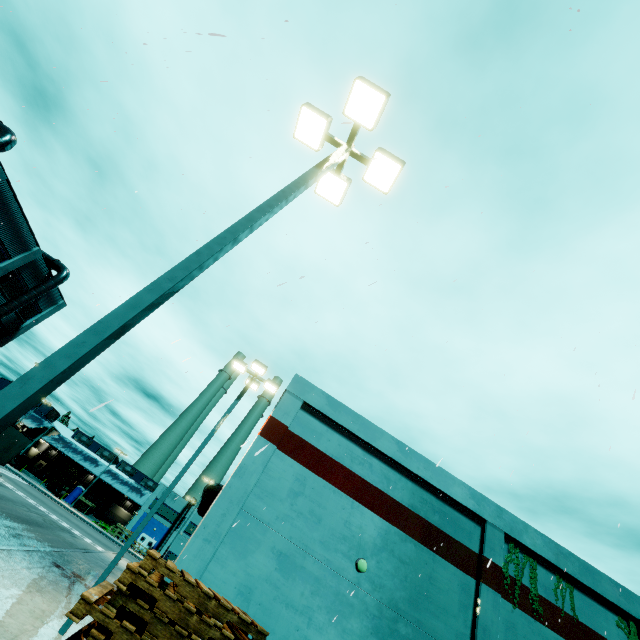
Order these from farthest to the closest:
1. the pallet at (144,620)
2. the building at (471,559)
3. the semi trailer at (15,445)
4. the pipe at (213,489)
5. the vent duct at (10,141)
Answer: the semi trailer at (15,445) < the vent duct at (10,141) < the pipe at (213,489) < the building at (471,559) < the pallet at (144,620)

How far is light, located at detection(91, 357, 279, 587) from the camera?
10.2m

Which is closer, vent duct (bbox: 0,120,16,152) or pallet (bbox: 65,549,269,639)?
pallet (bbox: 65,549,269,639)

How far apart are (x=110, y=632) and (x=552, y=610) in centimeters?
1777cm

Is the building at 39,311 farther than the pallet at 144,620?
Yes

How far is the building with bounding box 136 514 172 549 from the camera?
A: 57.9m

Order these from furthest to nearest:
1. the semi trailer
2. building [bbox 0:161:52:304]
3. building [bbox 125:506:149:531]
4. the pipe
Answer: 1. building [bbox 125:506:149:531]
2. the semi trailer
3. building [bbox 0:161:52:304]
4. the pipe

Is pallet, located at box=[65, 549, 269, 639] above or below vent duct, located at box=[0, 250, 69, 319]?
below
